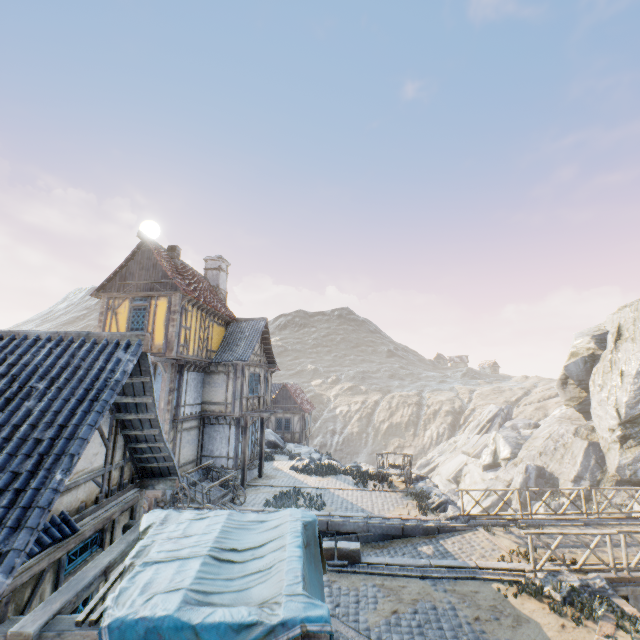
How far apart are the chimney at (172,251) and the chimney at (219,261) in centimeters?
459cm

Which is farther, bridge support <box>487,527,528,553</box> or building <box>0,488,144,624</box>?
bridge support <box>487,527,528,553</box>

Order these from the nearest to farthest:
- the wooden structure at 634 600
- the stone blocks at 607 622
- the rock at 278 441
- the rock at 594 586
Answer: the stone blocks at 607 622 → the rock at 594 586 → the wooden structure at 634 600 → the rock at 278 441

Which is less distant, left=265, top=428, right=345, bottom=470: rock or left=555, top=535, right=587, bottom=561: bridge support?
left=555, top=535, right=587, bottom=561: bridge support

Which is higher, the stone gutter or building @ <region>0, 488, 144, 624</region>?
building @ <region>0, 488, 144, 624</region>

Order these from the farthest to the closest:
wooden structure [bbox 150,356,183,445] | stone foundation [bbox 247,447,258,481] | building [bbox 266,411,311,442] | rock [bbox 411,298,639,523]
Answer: building [bbox 266,411,311,442]
rock [bbox 411,298,639,523]
stone foundation [bbox 247,447,258,481]
wooden structure [bbox 150,356,183,445]

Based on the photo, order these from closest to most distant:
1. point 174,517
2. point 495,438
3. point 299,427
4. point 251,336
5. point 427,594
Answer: point 174,517 → point 427,594 → point 251,336 → point 299,427 → point 495,438
